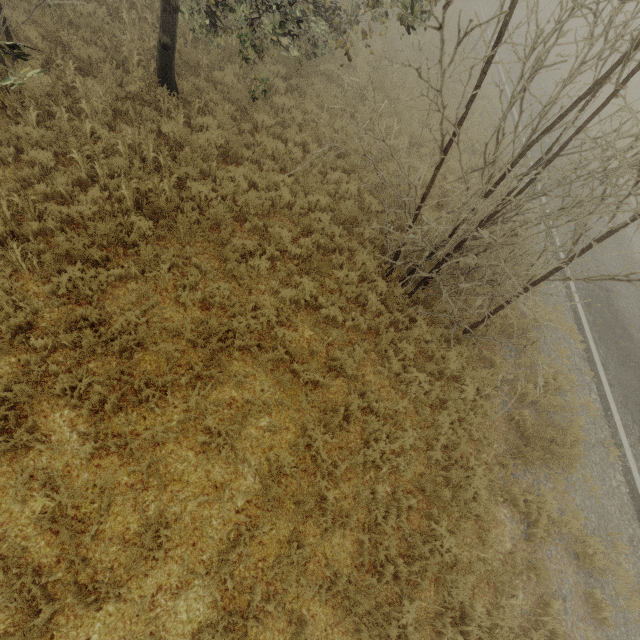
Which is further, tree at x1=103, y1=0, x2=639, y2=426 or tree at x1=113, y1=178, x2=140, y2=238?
tree at x1=113, y1=178, x2=140, y2=238

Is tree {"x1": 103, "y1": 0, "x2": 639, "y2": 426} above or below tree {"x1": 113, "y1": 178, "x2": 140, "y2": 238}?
below

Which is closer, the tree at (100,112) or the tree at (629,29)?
the tree at (629,29)

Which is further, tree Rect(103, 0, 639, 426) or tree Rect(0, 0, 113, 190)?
tree Rect(0, 0, 113, 190)

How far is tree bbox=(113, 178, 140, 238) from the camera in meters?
5.9

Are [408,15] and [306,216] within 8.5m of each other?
yes

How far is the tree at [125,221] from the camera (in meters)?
5.88

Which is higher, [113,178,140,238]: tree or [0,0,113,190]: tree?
[113,178,140,238]: tree
